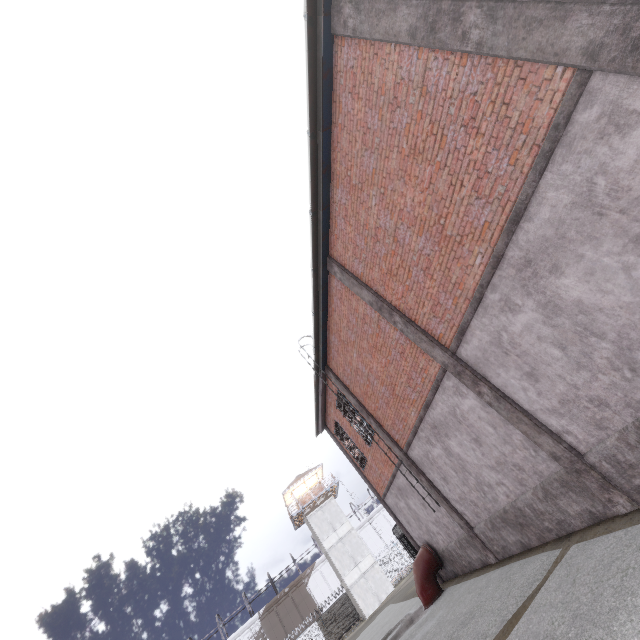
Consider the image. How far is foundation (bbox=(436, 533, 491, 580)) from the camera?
10.7m

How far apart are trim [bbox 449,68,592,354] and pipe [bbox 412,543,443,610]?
10.70m

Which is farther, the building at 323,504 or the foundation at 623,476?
the building at 323,504

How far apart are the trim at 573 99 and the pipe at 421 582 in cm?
1070

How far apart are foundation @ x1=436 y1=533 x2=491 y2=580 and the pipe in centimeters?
5cm

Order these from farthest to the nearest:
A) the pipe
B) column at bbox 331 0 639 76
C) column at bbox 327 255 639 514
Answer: the pipe → column at bbox 327 255 639 514 → column at bbox 331 0 639 76

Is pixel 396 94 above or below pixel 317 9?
below

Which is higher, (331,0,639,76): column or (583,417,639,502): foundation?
(331,0,639,76): column
